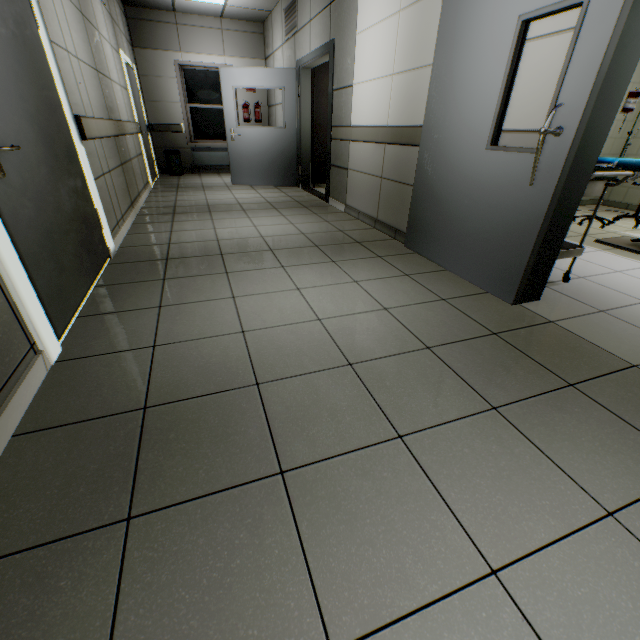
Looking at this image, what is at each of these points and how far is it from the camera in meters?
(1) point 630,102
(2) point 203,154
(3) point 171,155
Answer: (1) drip stand, 4.0 m
(2) radiator, 8.5 m
(3) garbage can, 8.0 m

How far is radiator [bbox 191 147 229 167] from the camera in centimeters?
852cm

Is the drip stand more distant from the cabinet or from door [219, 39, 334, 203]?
the cabinet

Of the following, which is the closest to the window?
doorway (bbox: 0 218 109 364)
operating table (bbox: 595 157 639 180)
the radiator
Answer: the radiator

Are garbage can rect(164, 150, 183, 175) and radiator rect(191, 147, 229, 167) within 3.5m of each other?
yes

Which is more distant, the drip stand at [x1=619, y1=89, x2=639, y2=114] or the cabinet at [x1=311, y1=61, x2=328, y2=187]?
the cabinet at [x1=311, y1=61, x2=328, y2=187]

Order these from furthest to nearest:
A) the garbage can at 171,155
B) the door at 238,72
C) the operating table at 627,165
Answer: the garbage can at 171,155 → the door at 238,72 → the operating table at 627,165

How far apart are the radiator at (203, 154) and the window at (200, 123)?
0.1 meters
